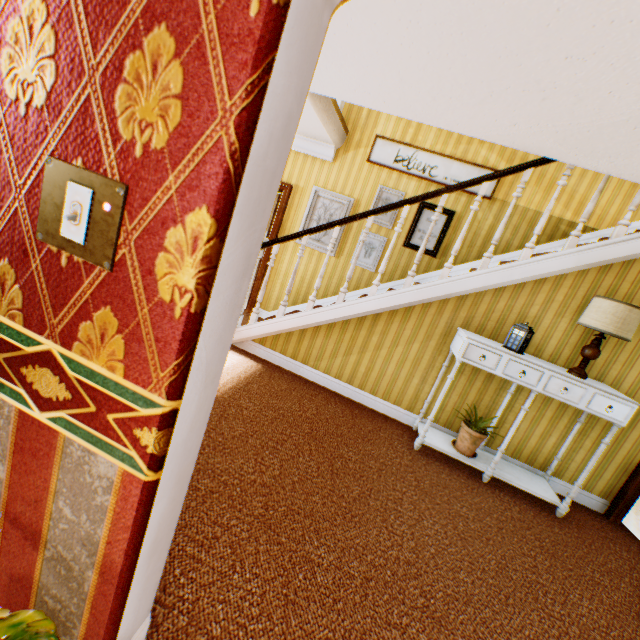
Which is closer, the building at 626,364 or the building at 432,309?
the building at 432,309

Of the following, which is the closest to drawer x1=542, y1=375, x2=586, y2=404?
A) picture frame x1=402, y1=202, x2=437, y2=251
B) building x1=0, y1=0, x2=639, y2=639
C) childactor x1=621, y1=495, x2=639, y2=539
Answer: building x1=0, y1=0, x2=639, y2=639

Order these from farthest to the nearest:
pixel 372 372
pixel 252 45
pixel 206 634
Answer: pixel 372 372 < pixel 206 634 < pixel 252 45

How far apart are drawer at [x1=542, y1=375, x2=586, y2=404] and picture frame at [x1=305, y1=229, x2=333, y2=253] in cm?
329

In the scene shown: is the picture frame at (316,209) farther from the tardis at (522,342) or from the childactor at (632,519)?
the childactor at (632,519)

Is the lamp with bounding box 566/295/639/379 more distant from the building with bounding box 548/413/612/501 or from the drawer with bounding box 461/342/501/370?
the drawer with bounding box 461/342/501/370

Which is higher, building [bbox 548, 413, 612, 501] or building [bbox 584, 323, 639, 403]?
building [bbox 584, 323, 639, 403]

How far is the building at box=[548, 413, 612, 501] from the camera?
3.49m
